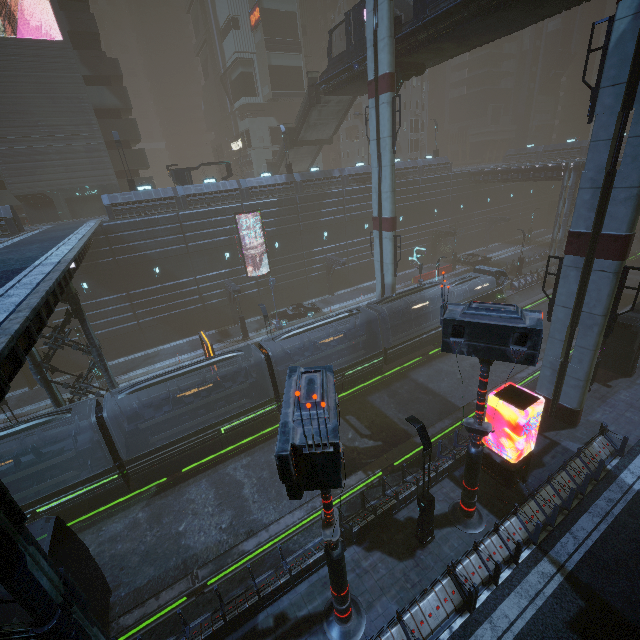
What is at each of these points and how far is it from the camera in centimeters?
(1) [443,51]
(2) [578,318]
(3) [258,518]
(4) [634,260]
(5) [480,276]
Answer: (1) bridge, 2105cm
(2) sm, 1533cm
(3) train rail, 1557cm
(4) train rail, 4259cm
(5) train, 2812cm

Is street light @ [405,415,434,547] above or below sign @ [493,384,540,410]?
below

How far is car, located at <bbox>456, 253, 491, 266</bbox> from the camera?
40.0m

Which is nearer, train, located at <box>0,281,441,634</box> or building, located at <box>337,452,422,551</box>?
building, located at <box>337,452,422,551</box>

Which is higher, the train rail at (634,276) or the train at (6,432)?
the train at (6,432)

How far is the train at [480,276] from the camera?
25.9m

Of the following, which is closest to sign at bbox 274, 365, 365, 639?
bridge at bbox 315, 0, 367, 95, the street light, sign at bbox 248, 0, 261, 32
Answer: the street light

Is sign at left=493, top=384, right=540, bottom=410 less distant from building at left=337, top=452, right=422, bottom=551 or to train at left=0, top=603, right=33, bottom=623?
building at left=337, top=452, right=422, bottom=551
